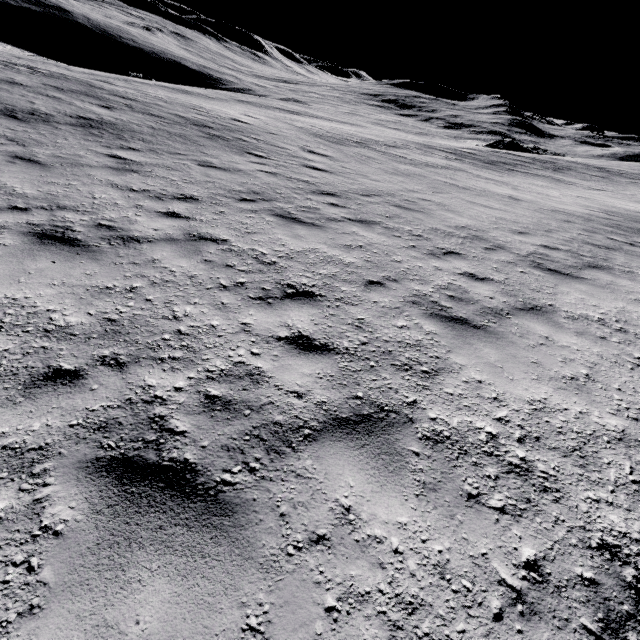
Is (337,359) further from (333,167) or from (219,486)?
(333,167)
